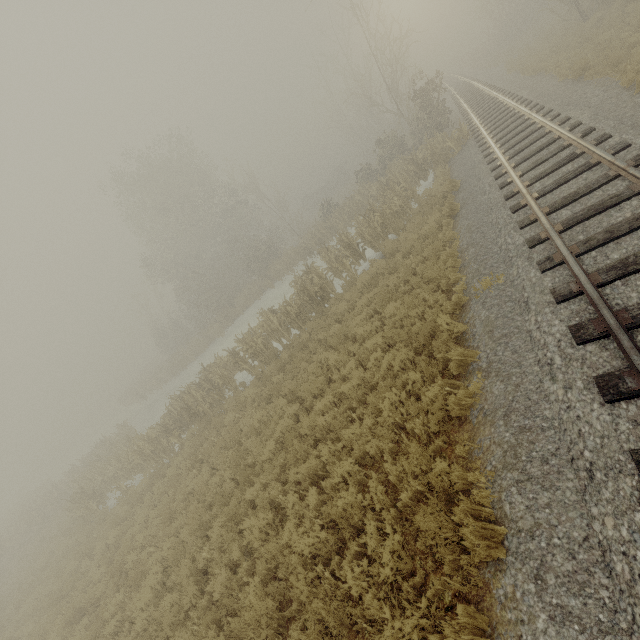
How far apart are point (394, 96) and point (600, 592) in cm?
4784
